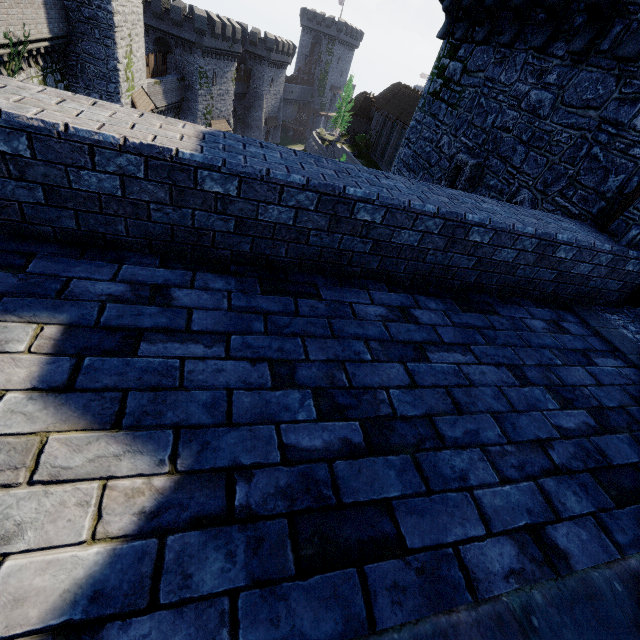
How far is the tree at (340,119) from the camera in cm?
5056

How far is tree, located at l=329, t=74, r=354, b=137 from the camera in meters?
50.6 m

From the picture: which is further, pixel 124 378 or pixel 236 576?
pixel 124 378

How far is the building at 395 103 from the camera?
41.9m

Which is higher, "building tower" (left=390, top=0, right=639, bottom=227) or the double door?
"building tower" (left=390, top=0, right=639, bottom=227)

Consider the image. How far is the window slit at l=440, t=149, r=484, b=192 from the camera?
7.65m

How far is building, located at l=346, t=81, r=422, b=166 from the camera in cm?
4194

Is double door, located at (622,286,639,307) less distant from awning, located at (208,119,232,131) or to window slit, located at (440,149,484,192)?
window slit, located at (440,149,484,192)
